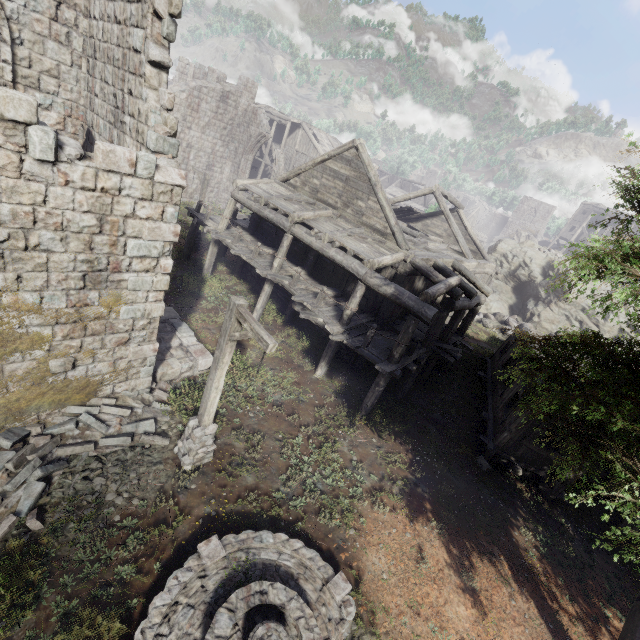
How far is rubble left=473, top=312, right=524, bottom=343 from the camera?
24.6m

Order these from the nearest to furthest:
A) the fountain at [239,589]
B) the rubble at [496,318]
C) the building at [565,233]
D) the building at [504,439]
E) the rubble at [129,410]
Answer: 1. the fountain at [239,589]
2. the rubble at [129,410]
3. the building at [504,439]
4. the rubble at [496,318]
5. the building at [565,233]

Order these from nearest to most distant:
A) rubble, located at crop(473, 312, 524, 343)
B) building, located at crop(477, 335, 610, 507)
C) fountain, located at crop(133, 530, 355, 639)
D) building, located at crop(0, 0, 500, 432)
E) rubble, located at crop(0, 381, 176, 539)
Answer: fountain, located at crop(133, 530, 355, 639) < building, located at crop(0, 0, 500, 432) < rubble, located at crop(0, 381, 176, 539) < building, located at crop(477, 335, 610, 507) < rubble, located at crop(473, 312, 524, 343)

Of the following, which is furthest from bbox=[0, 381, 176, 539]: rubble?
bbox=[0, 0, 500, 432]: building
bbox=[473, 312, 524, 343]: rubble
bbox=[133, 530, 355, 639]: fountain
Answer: bbox=[473, 312, 524, 343]: rubble

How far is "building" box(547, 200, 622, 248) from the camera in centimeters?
4681cm

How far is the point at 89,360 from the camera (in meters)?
7.67

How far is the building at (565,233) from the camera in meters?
46.8 m
